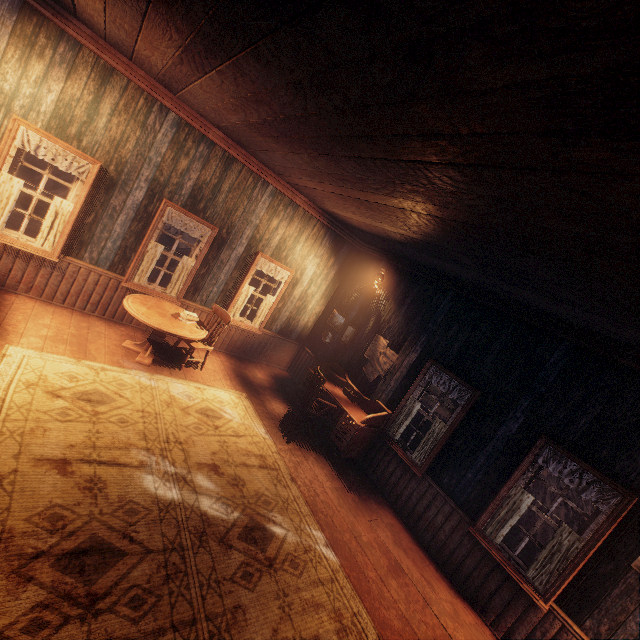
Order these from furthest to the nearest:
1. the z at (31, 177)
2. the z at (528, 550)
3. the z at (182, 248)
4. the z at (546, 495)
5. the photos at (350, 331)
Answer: the z at (31, 177) → the z at (182, 248) → the z at (546, 495) → the z at (528, 550) → the photos at (350, 331)

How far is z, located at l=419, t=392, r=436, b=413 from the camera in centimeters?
1700cm

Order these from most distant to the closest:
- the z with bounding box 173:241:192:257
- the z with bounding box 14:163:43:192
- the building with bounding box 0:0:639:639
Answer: the z with bounding box 14:163:43:192 < the z with bounding box 173:241:192:257 < the building with bounding box 0:0:639:639

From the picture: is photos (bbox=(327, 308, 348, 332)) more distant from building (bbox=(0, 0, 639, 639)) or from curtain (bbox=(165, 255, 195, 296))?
curtain (bbox=(165, 255, 195, 296))

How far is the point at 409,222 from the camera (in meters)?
4.26

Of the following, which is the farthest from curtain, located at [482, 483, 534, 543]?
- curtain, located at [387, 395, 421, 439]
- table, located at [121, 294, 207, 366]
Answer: table, located at [121, 294, 207, 366]

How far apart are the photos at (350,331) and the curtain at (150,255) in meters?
4.2
